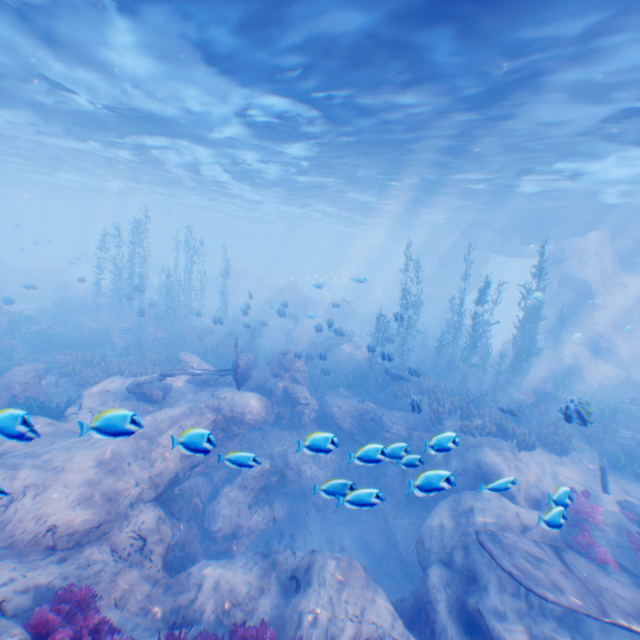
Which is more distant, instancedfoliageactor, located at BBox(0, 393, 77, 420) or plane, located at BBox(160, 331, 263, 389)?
plane, located at BBox(160, 331, 263, 389)

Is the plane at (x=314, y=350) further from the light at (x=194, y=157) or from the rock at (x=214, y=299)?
the light at (x=194, y=157)

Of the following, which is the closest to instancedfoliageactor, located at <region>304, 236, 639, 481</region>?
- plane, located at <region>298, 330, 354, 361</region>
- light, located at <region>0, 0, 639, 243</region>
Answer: plane, located at <region>298, 330, 354, 361</region>

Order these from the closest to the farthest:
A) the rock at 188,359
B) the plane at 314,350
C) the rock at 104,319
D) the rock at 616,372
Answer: the rock at 188,359
the plane at 314,350
the rock at 616,372
the rock at 104,319

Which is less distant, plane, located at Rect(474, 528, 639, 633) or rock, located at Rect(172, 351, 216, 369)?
plane, located at Rect(474, 528, 639, 633)

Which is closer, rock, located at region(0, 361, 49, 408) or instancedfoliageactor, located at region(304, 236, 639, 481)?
rock, located at region(0, 361, 49, 408)

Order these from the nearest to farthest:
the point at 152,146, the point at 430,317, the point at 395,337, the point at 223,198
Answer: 1. the point at 152,146
2. the point at 395,337
3. the point at 223,198
4. the point at 430,317

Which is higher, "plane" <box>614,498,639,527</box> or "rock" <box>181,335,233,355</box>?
"rock" <box>181,335,233,355</box>
